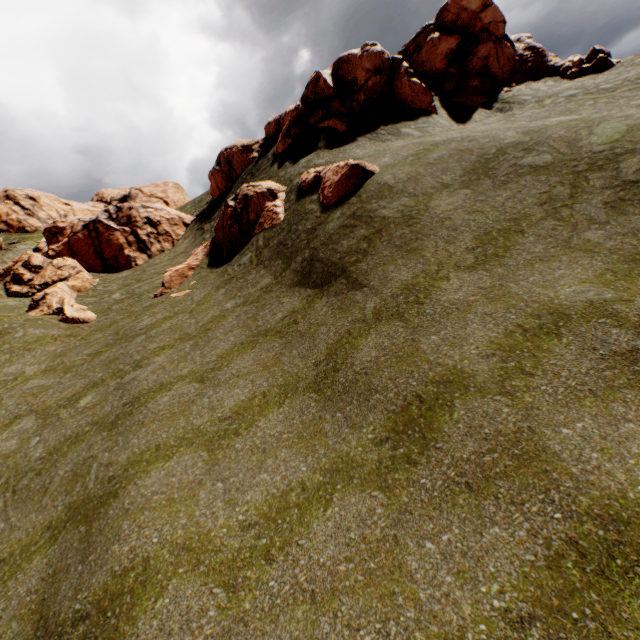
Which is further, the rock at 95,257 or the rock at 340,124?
the rock at 95,257

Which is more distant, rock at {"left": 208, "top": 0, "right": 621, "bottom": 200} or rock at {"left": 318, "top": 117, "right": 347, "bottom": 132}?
rock at {"left": 208, "top": 0, "right": 621, "bottom": 200}

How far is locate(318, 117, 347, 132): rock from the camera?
20.71m

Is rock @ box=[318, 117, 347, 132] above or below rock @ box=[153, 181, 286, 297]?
above

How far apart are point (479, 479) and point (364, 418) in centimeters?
250cm

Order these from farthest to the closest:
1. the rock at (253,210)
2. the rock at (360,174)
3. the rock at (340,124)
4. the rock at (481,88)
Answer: the rock at (481,88) → the rock at (340,124) → the rock at (253,210) → the rock at (360,174)

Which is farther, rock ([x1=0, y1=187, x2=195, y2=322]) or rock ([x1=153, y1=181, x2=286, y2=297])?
rock ([x1=0, y1=187, x2=195, y2=322])
